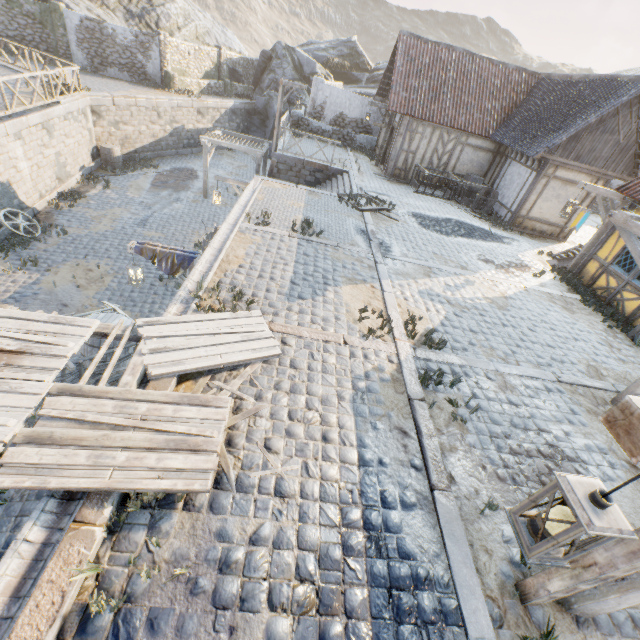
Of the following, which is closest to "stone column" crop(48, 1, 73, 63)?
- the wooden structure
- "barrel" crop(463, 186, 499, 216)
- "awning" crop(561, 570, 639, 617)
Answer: the wooden structure

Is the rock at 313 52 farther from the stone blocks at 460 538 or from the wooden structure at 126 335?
the wooden structure at 126 335

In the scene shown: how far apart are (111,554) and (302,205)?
10.5m

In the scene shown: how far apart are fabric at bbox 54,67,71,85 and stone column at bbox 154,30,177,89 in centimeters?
902cm

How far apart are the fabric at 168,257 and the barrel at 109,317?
1.31m

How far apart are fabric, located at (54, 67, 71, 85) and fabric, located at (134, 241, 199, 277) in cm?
1304

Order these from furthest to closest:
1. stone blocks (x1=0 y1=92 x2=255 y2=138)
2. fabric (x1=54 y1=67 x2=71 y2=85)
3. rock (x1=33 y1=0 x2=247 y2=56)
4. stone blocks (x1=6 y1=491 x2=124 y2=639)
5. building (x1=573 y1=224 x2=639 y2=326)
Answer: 1. rock (x1=33 y1=0 x2=247 y2=56)
2. fabric (x1=54 y1=67 x2=71 y2=85)
3. stone blocks (x1=0 y1=92 x2=255 y2=138)
4. building (x1=573 y1=224 x2=639 y2=326)
5. stone blocks (x1=6 y1=491 x2=124 y2=639)

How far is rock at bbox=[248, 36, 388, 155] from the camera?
27.19m
